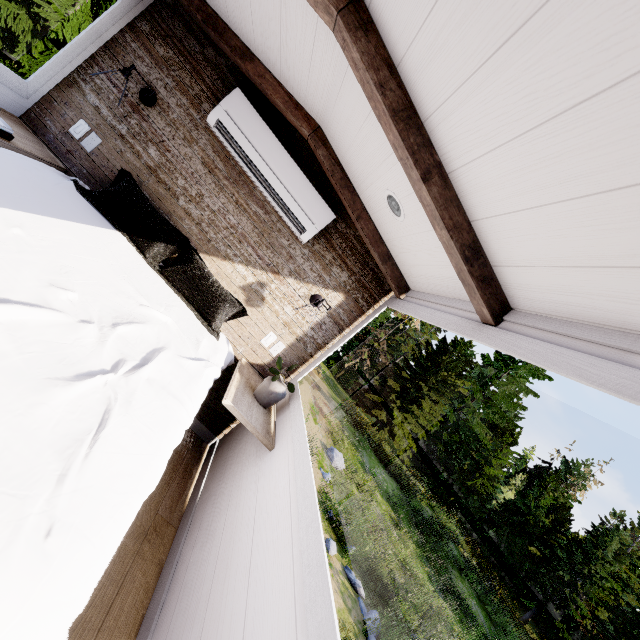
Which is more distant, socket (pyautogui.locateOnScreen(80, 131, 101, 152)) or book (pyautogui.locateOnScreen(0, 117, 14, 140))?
socket (pyautogui.locateOnScreen(80, 131, 101, 152))

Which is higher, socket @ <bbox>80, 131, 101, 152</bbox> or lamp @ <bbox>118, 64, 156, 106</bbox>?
lamp @ <bbox>118, 64, 156, 106</bbox>

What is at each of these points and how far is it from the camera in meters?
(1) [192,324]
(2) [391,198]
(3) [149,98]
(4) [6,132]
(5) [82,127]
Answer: (1) bed, 2.1 m
(2) lamp, 1.9 m
(3) lamp, 2.3 m
(4) book, 1.9 m
(5) light switch, 2.3 m

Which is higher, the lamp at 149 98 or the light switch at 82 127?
the lamp at 149 98

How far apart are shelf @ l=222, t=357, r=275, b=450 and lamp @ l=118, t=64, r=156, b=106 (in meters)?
2.04

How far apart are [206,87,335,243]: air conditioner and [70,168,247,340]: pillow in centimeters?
71cm

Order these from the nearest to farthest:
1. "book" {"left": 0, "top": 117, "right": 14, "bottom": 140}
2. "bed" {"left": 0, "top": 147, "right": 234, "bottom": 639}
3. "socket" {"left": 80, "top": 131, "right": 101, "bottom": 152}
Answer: "bed" {"left": 0, "top": 147, "right": 234, "bottom": 639} < "book" {"left": 0, "top": 117, "right": 14, "bottom": 140} < "socket" {"left": 80, "top": 131, "right": 101, "bottom": 152}

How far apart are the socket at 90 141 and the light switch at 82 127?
0.09m
